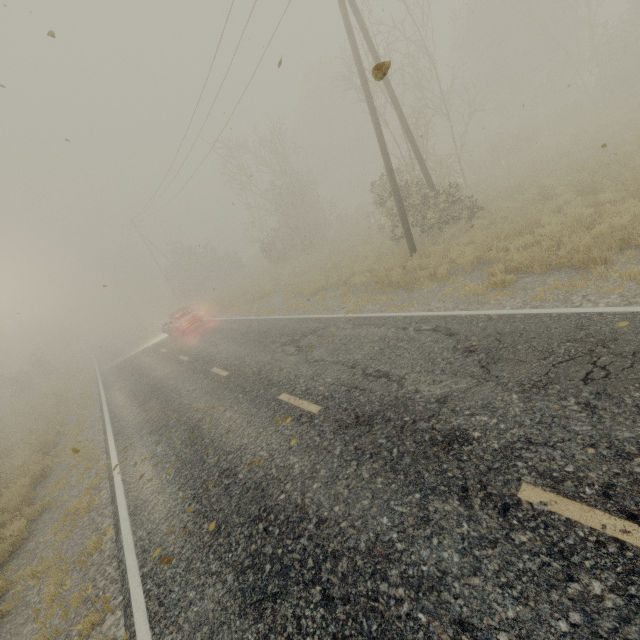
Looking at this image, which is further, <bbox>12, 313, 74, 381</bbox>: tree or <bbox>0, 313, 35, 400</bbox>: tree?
<bbox>12, 313, 74, 381</bbox>: tree

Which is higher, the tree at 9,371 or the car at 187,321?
the tree at 9,371

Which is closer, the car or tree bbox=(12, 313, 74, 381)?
the car

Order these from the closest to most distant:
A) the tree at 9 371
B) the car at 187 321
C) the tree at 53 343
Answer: the car at 187 321, the tree at 9 371, the tree at 53 343

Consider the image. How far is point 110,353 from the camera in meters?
30.2 m

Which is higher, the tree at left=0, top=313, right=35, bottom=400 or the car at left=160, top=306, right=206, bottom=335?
the tree at left=0, top=313, right=35, bottom=400

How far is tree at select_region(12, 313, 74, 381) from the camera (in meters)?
35.41
